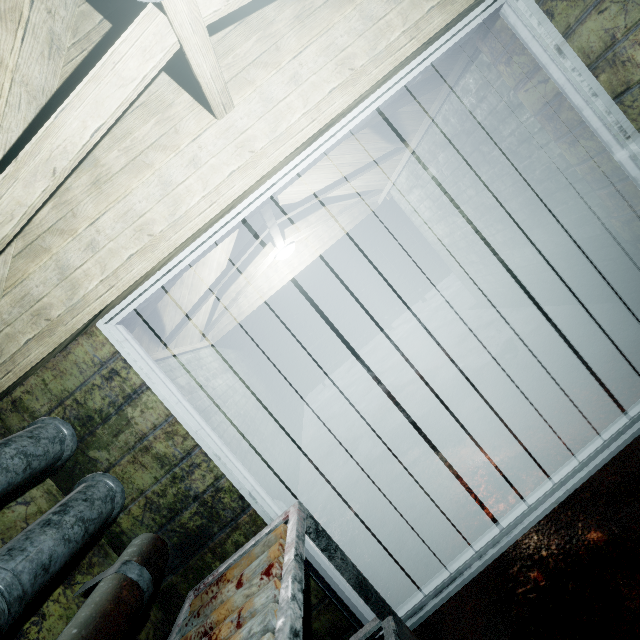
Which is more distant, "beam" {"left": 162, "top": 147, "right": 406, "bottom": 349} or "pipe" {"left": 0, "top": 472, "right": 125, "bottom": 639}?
"beam" {"left": 162, "top": 147, "right": 406, "bottom": 349}

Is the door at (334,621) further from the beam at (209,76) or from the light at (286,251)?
the light at (286,251)

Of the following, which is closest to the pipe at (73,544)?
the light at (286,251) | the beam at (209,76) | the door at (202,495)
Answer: the door at (202,495)

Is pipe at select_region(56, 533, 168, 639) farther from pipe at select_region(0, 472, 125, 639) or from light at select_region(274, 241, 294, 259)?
light at select_region(274, 241, 294, 259)

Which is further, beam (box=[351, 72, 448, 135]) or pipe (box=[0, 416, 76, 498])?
beam (box=[351, 72, 448, 135])

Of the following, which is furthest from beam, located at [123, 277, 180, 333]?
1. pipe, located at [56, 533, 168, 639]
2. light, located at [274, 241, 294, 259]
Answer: pipe, located at [56, 533, 168, 639]

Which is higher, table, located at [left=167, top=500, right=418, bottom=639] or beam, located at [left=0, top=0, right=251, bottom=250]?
beam, located at [left=0, top=0, right=251, bottom=250]

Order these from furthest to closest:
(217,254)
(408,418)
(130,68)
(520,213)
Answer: (217,254)
(408,418)
(520,213)
(130,68)
